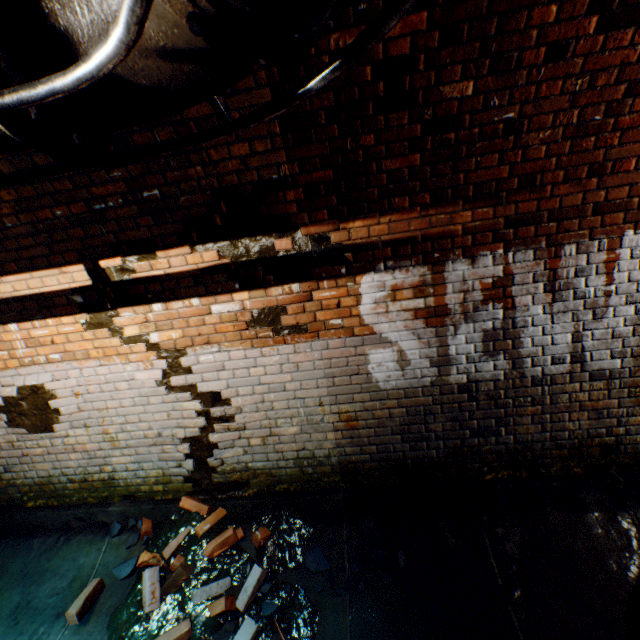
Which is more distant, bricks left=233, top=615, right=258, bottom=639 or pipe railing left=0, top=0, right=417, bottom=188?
bricks left=233, top=615, right=258, bottom=639

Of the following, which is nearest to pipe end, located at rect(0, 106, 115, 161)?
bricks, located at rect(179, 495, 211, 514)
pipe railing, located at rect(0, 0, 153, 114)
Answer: pipe railing, located at rect(0, 0, 153, 114)

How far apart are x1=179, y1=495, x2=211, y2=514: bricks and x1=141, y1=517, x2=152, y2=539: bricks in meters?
0.2

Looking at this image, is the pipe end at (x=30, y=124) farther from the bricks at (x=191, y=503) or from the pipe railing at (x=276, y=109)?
the bricks at (x=191, y=503)

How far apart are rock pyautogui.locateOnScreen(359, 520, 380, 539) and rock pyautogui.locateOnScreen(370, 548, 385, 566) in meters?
0.1 m

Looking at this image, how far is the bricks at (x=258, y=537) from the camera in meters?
3.0

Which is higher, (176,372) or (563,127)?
(563,127)

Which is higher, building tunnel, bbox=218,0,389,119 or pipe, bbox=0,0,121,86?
building tunnel, bbox=218,0,389,119
